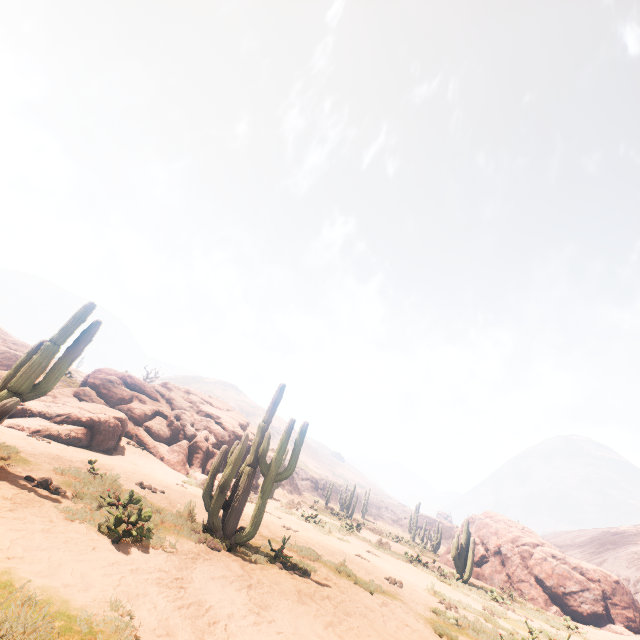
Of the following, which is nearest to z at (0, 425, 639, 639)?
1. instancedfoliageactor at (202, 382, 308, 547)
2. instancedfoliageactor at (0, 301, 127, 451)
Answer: instancedfoliageactor at (0, 301, 127, 451)

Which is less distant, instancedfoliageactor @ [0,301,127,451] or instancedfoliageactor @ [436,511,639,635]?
instancedfoliageactor @ [0,301,127,451]

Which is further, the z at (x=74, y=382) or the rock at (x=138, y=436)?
the z at (x=74, y=382)

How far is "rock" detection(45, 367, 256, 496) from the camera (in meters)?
16.33

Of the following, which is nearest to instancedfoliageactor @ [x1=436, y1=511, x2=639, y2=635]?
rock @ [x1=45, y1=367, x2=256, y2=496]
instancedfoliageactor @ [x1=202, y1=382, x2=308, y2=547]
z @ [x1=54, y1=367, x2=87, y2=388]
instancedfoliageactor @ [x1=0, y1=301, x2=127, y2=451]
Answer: rock @ [x1=45, y1=367, x2=256, y2=496]

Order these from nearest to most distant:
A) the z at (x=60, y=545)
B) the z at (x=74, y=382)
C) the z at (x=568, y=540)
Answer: the z at (x=60, y=545) → the z at (x=74, y=382) → the z at (x=568, y=540)

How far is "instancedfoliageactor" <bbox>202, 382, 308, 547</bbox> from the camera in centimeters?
723cm

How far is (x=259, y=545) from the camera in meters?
8.1 m
